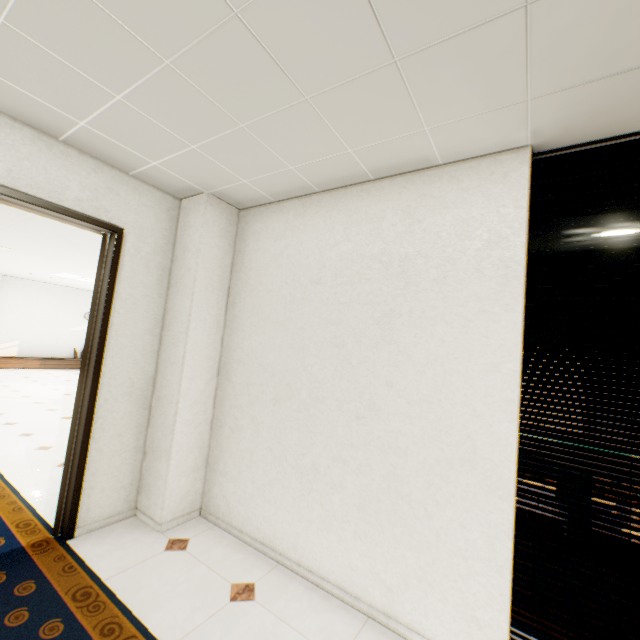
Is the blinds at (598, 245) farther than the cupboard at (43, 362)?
No

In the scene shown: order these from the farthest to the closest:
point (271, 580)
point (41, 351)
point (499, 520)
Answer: point (41, 351) < point (271, 580) < point (499, 520)

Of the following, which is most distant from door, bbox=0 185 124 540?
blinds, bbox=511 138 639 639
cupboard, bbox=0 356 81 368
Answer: cupboard, bbox=0 356 81 368

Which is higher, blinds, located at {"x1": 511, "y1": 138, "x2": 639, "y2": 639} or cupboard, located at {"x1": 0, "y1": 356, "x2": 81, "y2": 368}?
blinds, located at {"x1": 511, "y1": 138, "x2": 639, "y2": 639}

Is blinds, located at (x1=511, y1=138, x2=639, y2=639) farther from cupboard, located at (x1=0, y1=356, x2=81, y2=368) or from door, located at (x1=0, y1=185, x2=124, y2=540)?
cupboard, located at (x1=0, y1=356, x2=81, y2=368)

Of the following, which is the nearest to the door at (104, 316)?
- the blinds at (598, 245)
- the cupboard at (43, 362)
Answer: the blinds at (598, 245)

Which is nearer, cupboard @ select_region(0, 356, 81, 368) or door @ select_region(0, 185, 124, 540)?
door @ select_region(0, 185, 124, 540)
